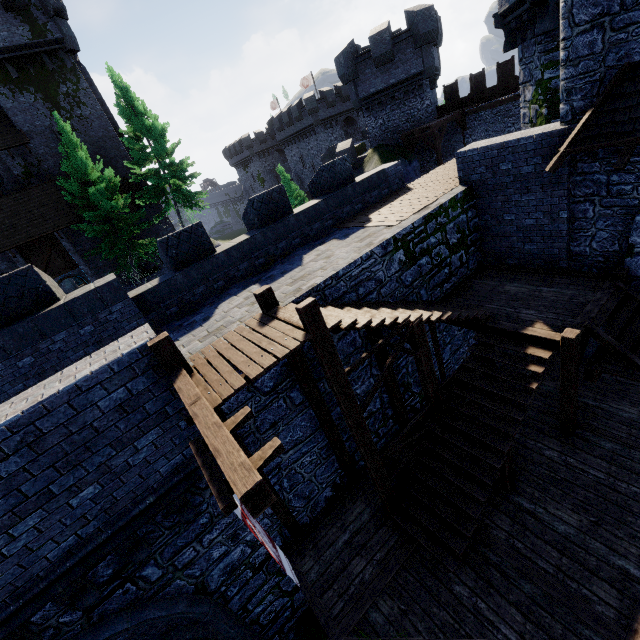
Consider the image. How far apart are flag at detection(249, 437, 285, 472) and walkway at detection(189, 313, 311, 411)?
0.47m

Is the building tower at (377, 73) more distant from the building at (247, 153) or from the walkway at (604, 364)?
the walkway at (604, 364)

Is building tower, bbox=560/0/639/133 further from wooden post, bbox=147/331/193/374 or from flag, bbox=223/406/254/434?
wooden post, bbox=147/331/193/374

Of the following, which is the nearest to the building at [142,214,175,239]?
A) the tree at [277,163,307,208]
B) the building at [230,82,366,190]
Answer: the tree at [277,163,307,208]

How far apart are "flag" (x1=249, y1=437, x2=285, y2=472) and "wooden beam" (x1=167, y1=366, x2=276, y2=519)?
0.0 meters

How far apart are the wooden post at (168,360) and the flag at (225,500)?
1.6 meters

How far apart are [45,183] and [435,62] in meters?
30.0

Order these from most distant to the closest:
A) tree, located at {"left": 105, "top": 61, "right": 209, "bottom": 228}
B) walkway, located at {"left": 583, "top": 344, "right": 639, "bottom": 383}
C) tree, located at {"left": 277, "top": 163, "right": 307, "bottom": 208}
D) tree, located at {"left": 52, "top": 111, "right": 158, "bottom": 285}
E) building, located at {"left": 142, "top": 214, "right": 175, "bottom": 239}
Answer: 1. tree, located at {"left": 277, "top": 163, "right": 307, "bottom": 208}
2. building, located at {"left": 142, "top": 214, "right": 175, "bottom": 239}
3. tree, located at {"left": 105, "top": 61, "right": 209, "bottom": 228}
4. tree, located at {"left": 52, "top": 111, "right": 158, "bottom": 285}
5. walkway, located at {"left": 583, "top": 344, "right": 639, "bottom": 383}
